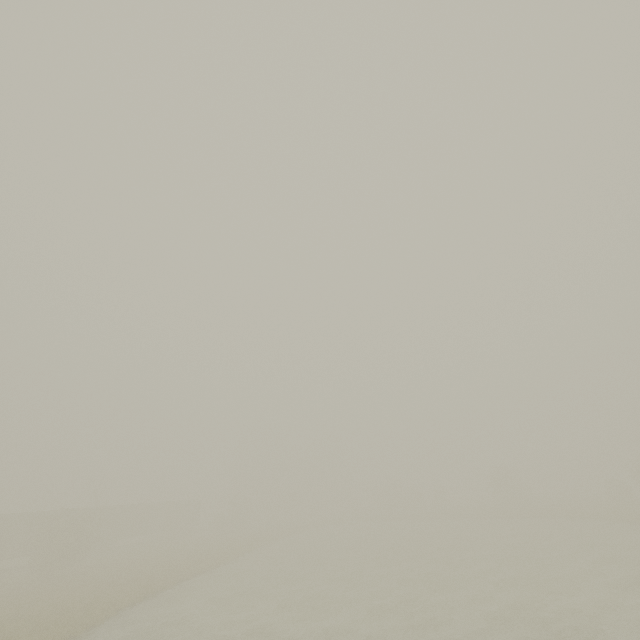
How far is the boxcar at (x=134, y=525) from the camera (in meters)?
39.72

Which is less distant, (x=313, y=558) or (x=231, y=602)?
(x=231, y=602)

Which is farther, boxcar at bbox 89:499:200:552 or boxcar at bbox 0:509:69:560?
boxcar at bbox 89:499:200:552

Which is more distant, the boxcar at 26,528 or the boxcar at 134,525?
the boxcar at 134,525

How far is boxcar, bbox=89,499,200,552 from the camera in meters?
39.7 m
